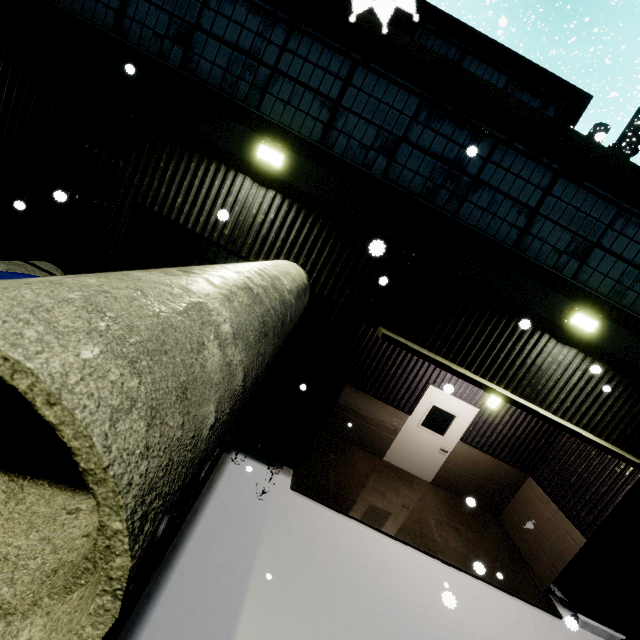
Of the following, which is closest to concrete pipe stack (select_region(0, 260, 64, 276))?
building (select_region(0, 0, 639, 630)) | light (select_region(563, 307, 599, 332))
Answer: building (select_region(0, 0, 639, 630))

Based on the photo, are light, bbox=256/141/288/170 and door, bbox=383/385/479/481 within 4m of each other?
no

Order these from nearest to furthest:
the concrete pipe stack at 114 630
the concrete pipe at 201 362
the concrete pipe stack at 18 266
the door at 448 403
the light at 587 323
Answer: the concrete pipe at 201 362, the concrete pipe stack at 114 630, the concrete pipe stack at 18 266, the light at 587 323, the door at 448 403

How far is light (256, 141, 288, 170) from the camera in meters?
5.3

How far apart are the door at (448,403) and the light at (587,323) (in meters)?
2.61

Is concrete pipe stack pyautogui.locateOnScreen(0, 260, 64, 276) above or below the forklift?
above

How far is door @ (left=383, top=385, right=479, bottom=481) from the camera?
8.4 meters

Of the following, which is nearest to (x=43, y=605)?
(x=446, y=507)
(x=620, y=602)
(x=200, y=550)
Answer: (x=200, y=550)
